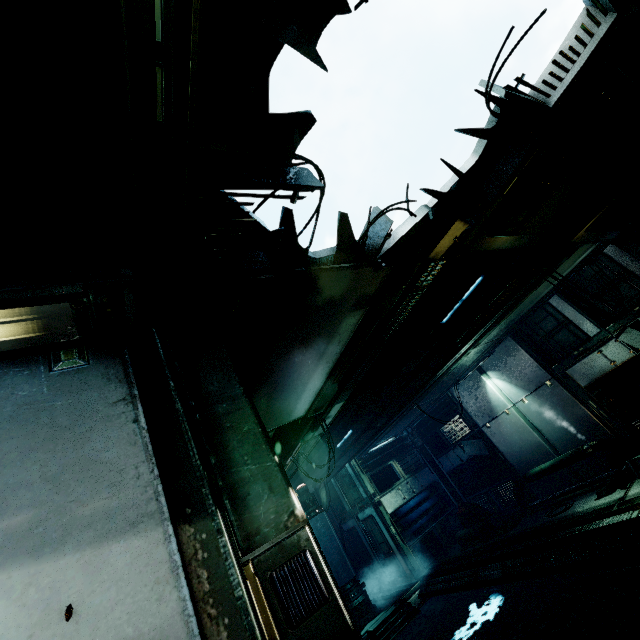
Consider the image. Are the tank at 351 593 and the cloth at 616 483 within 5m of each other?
no

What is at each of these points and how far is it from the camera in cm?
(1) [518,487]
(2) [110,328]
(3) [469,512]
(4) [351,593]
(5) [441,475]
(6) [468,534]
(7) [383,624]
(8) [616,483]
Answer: (1) pipe, 1061
(2) ceiling light, 157
(3) crate, 1146
(4) tank, 1096
(5) wall detail, 1349
(6) cloth, 1088
(7) stair, 942
(8) cloth, 776

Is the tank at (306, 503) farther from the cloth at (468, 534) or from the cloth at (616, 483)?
the cloth at (616, 483)

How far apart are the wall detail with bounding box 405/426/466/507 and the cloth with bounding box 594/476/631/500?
5.2m

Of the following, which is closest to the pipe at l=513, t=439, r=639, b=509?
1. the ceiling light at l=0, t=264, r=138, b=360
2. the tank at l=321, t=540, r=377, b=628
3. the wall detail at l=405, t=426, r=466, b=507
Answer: the wall detail at l=405, t=426, r=466, b=507

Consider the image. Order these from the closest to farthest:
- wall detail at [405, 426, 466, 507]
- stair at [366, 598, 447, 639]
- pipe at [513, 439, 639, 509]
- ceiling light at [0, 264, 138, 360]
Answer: ceiling light at [0, 264, 138, 360] → pipe at [513, 439, 639, 509] → stair at [366, 598, 447, 639] → wall detail at [405, 426, 466, 507]

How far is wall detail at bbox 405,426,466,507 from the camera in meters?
13.1 m

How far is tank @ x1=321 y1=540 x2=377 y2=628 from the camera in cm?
1061
